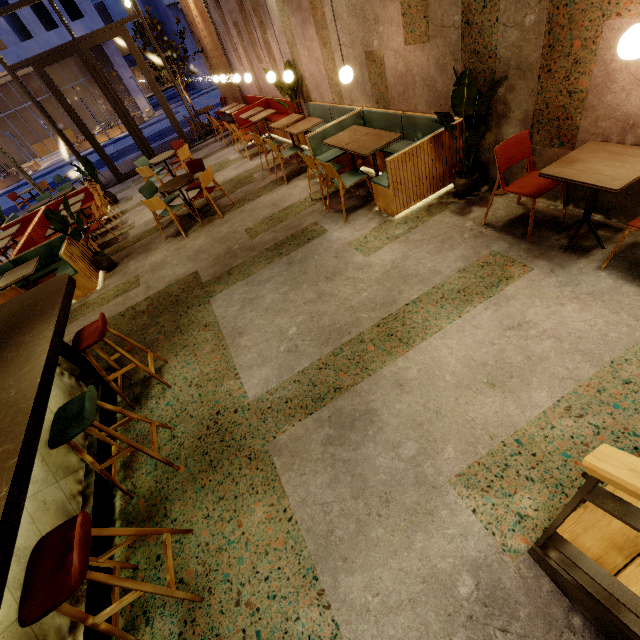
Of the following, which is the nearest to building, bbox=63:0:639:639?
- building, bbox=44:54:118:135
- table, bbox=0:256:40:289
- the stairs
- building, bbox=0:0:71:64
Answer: the stairs

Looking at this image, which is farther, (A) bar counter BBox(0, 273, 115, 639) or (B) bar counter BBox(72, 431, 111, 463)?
(B) bar counter BBox(72, 431, 111, 463)

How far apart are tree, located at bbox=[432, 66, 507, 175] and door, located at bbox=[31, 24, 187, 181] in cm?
1084

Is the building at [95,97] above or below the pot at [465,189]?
above

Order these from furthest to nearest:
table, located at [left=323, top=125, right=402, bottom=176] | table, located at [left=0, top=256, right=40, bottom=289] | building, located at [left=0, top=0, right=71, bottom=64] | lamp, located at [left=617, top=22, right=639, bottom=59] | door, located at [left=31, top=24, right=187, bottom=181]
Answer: building, located at [left=0, top=0, right=71, bottom=64] → door, located at [left=31, top=24, right=187, bottom=181] → table, located at [left=0, top=256, right=40, bottom=289] → table, located at [left=323, top=125, right=402, bottom=176] → lamp, located at [left=617, top=22, right=639, bottom=59]

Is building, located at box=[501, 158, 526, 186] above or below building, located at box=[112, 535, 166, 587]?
above

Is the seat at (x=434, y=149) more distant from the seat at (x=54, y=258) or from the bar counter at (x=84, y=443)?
the seat at (x=54, y=258)

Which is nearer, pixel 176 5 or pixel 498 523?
pixel 498 523
